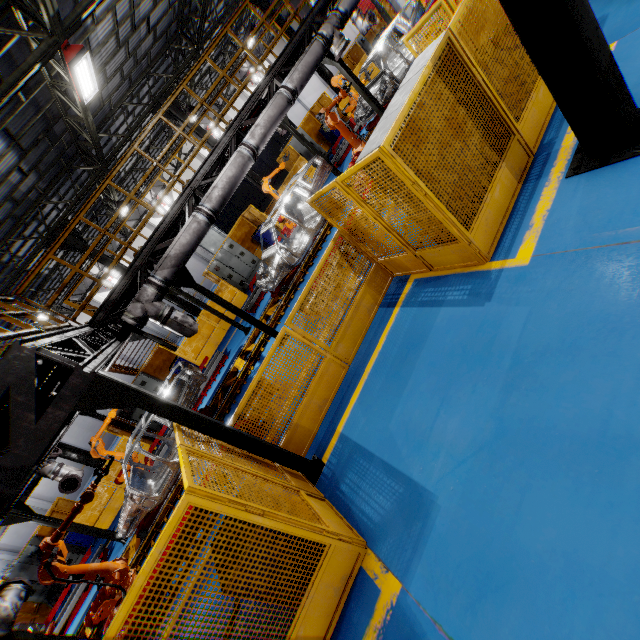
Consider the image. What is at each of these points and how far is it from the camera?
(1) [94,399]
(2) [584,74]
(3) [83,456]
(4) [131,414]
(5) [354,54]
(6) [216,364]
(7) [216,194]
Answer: (1) metal pole, 3.7m
(2) metal pole, 3.4m
(3) metal pole, 13.9m
(4) cabinet, 15.0m
(5) metal panel, 19.2m
(6) metal platform, 12.6m
(7) vent pipe, 7.5m

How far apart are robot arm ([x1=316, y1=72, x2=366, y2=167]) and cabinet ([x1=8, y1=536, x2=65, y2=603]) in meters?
18.6

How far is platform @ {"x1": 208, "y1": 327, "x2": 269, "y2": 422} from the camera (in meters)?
9.67

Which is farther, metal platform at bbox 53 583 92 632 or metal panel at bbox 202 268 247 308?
metal panel at bbox 202 268 247 308

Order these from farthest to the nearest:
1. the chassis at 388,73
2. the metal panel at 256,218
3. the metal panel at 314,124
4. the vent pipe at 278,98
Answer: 1. the metal panel at 314,124
2. the metal panel at 256,218
3. the chassis at 388,73
4. the vent pipe at 278,98

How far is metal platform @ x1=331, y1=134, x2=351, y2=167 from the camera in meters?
14.9

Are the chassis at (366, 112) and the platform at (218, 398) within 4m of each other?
yes

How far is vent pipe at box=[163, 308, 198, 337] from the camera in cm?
720
